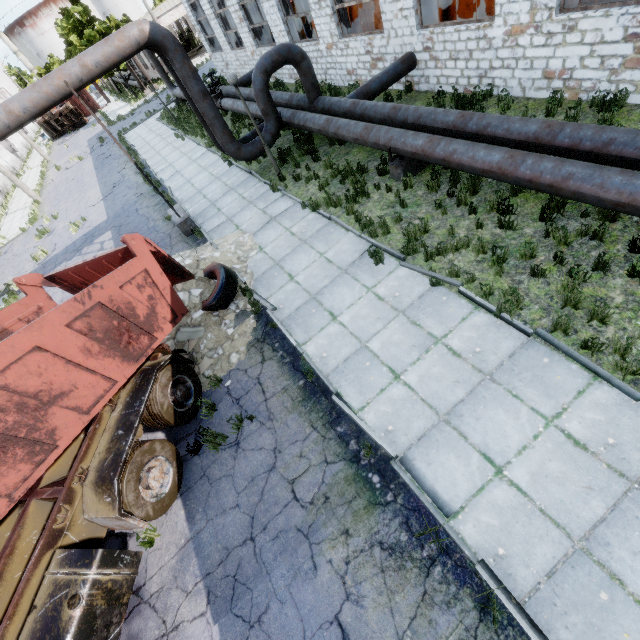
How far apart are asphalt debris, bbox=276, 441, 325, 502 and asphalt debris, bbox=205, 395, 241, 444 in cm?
77

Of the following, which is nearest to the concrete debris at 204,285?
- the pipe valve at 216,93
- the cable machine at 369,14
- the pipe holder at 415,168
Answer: the pipe holder at 415,168

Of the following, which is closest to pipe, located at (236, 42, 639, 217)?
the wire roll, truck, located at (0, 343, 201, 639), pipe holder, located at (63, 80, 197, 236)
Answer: pipe holder, located at (63, 80, 197, 236)

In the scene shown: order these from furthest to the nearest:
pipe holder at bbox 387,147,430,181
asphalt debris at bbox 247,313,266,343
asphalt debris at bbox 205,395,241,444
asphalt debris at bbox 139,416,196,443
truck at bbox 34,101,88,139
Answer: truck at bbox 34,101,88,139 → pipe holder at bbox 387,147,430,181 → asphalt debris at bbox 247,313,266,343 → asphalt debris at bbox 139,416,196,443 → asphalt debris at bbox 205,395,241,444

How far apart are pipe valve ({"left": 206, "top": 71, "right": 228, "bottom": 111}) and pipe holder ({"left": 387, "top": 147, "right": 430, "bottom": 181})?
13.3 meters

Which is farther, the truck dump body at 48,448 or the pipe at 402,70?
the pipe at 402,70

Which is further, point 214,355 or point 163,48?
point 163,48

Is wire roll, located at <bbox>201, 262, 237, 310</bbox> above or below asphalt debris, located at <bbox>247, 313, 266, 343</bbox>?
above
